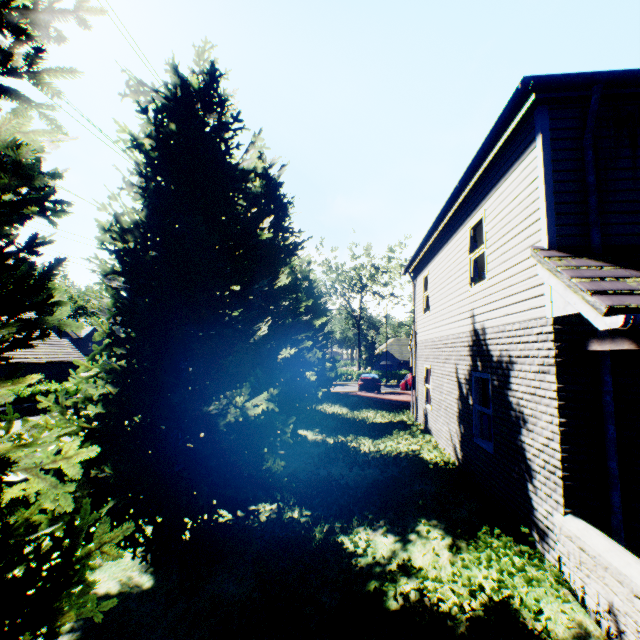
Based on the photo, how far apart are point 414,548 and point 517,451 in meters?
2.4

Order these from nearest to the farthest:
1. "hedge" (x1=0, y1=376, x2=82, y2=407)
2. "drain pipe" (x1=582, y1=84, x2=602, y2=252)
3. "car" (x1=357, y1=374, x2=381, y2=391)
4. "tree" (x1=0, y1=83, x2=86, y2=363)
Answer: "tree" (x1=0, y1=83, x2=86, y2=363) → "drain pipe" (x1=582, y1=84, x2=602, y2=252) → "hedge" (x1=0, y1=376, x2=82, y2=407) → "car" (x1=357, y1=374, x2=381, y2=391)

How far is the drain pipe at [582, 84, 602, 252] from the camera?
4.5 meters

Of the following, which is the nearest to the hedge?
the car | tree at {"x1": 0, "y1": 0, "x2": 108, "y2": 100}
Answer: tree at {"x1": 0, "y1": 0, "x2": 108, "y2": 100}

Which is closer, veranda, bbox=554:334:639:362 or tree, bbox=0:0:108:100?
Result: tree, bbox=0:0:108:100

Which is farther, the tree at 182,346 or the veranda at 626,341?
the veranda at 626,341

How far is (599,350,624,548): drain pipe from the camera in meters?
4.1

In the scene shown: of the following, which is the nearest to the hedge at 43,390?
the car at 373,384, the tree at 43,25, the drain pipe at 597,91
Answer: the tree at 43,25
